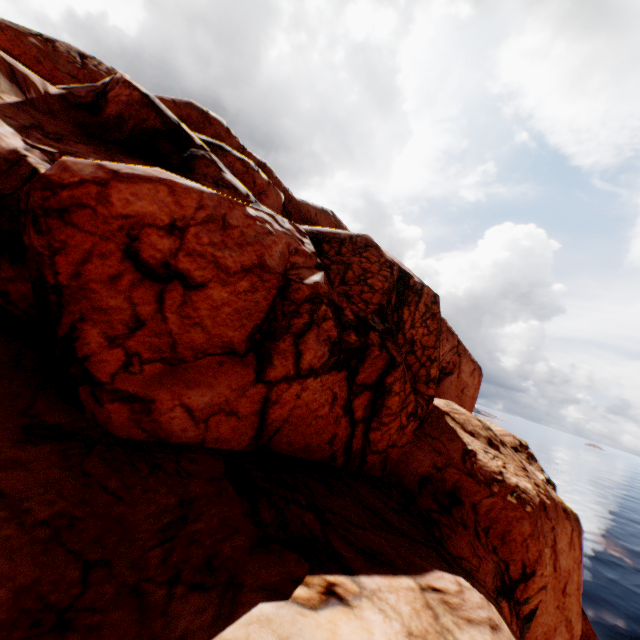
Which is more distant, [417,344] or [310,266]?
[417,344]
